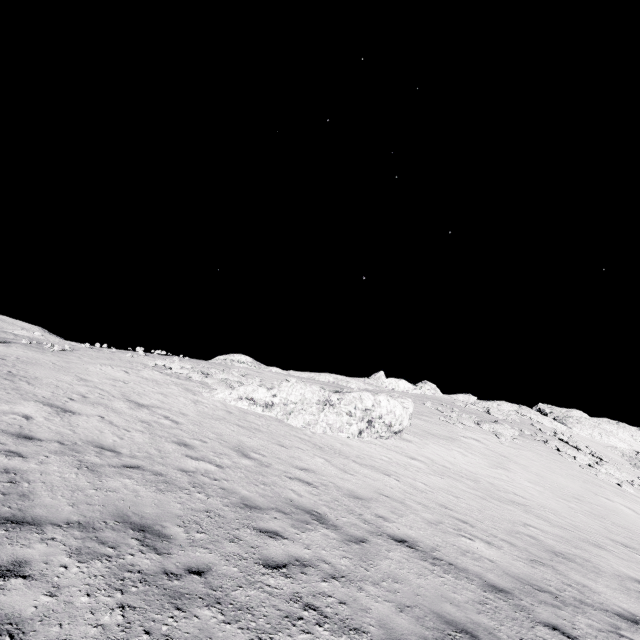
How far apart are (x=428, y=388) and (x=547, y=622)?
40.0m

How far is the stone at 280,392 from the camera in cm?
1742

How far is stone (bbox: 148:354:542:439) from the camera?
17.42m
